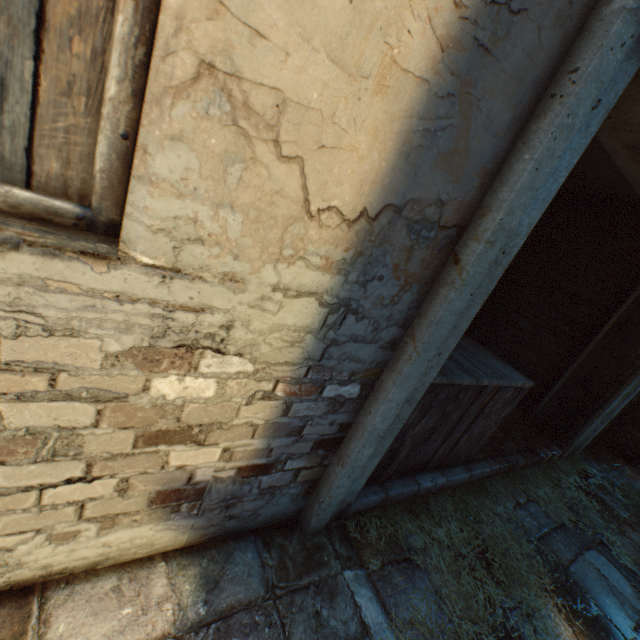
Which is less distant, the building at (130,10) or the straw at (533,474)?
the building at (130,10)

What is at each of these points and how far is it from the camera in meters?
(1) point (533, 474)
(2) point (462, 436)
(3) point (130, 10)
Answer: (1) straw, 3.7 m
(2) wooden crate, 2.7 m
(3) building, 0.7 m

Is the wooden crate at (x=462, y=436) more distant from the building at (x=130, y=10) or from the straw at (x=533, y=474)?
the building at (x=130, y=10)

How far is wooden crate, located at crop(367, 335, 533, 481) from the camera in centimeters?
218cm

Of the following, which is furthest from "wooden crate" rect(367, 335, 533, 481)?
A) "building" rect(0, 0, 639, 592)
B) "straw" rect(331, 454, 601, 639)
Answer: "building" rect(0, 0, 639, 592)

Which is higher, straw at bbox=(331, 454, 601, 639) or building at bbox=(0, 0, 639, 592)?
building at bbox=(0, 0, 639, 592)

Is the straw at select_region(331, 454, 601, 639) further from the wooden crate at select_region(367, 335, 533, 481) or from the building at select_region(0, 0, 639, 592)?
the building at select_region(0, 0, 639, 592)

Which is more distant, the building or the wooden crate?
the wooden crate
